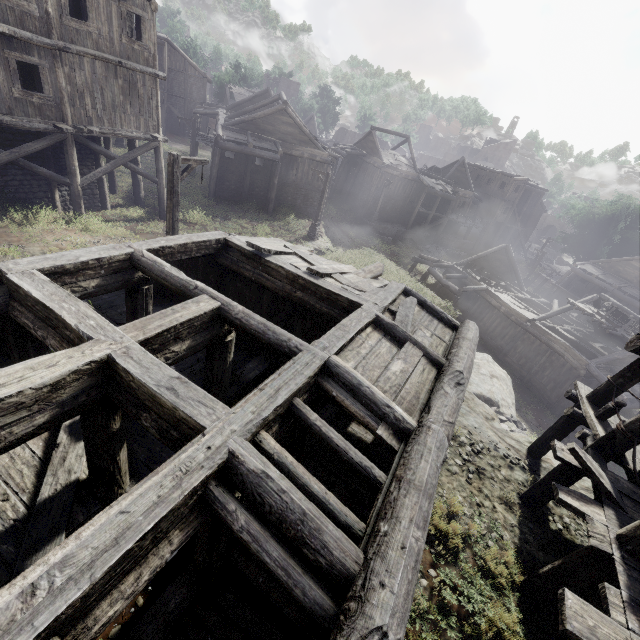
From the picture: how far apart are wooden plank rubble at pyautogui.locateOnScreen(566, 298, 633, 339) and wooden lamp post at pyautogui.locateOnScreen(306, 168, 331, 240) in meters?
18.5

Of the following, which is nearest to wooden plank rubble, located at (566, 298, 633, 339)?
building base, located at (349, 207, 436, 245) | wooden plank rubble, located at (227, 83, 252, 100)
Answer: building base, located at (349, 207, 436, 245)

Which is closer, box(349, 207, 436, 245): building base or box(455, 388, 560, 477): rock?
box(455, 388, 560, 477): rock

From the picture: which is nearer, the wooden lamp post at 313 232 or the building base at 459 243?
the wooden lamp post at 313 232

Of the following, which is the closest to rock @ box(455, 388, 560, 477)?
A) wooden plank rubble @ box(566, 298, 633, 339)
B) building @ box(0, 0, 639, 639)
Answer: building @ box(0, 0, 639, 639)

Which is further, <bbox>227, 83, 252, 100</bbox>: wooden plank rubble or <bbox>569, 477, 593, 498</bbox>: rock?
<bbox>227, 83, 252, 100</bbox>: wooden plank rubble

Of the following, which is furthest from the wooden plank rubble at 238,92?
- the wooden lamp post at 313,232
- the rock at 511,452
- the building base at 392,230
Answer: the rock at 511,452

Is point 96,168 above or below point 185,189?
above
